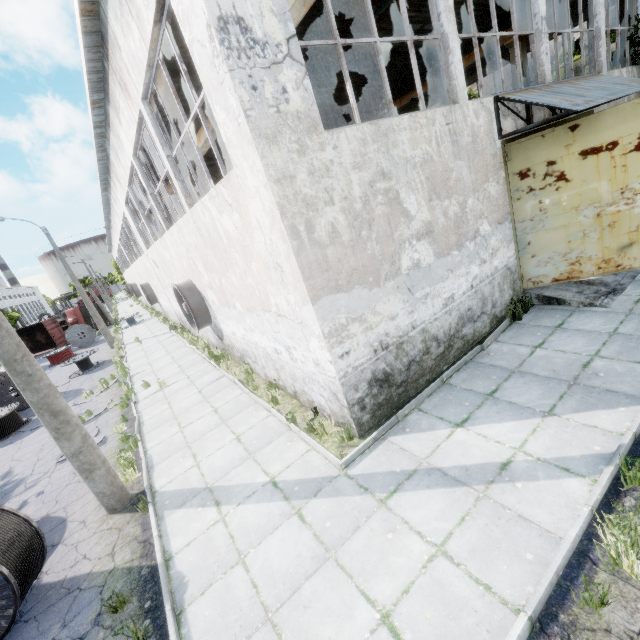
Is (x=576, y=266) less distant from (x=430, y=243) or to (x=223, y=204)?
(x=430, y=243)

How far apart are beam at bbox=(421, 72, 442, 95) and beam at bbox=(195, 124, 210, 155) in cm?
1185

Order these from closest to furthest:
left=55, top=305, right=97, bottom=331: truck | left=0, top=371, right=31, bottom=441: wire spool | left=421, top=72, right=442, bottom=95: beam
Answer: left=0, top=371, right=31, bottom=441: wire spool
left=421, top=72, right=442, bottom=95: beam
left=55, top=305, right=97, bottom=331: truck

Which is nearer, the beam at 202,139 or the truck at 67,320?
the beam at 202,139

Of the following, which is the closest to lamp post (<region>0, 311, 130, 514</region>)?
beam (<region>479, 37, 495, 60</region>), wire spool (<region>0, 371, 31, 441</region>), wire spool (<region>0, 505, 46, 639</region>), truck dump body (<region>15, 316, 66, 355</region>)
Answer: wire spool (<region>0, 505, 46, 639</region>)

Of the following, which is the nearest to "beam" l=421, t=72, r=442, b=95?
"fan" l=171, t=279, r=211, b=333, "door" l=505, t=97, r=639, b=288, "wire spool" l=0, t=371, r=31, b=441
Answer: "door" l=505, t=97, r=639, b=288

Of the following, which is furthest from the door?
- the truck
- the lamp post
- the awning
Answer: the truck

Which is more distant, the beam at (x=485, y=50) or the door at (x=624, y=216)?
the beam at (x=485, y=50)
